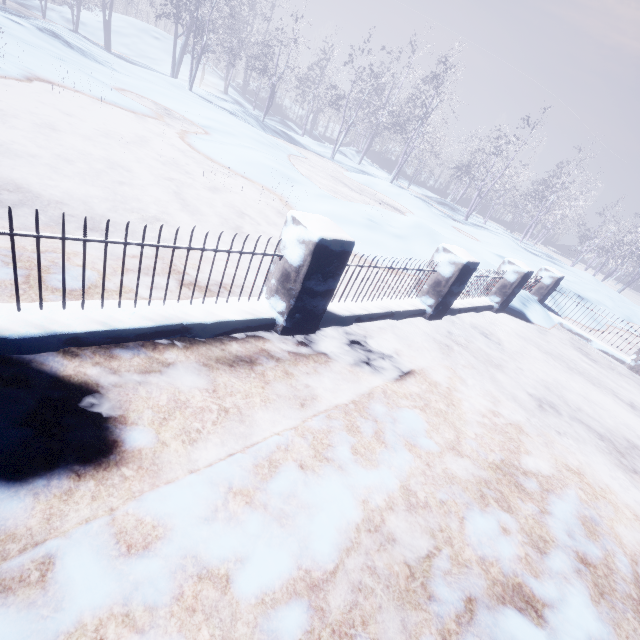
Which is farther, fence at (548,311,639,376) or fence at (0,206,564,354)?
fence at (548,311,639,376)

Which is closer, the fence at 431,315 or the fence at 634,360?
the fence at 431,315

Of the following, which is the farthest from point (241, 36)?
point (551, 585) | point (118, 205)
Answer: point (551, 585)
